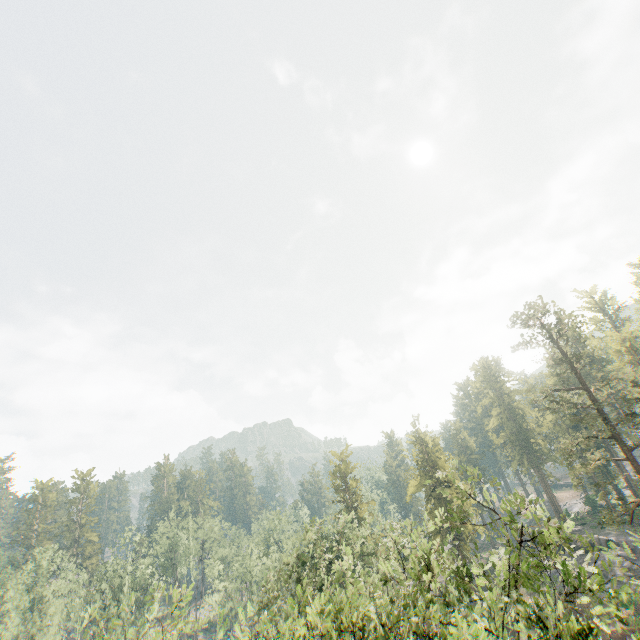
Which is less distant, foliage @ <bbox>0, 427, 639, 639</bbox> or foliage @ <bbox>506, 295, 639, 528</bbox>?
foliage @ <bbox>0, 427, 639, 639</bbox>

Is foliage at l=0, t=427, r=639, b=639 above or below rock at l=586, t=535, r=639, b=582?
above

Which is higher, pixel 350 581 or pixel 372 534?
pixel 372 534

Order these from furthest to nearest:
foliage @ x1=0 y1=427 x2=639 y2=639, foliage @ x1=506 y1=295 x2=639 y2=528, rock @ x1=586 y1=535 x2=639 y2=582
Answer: rock @ x1=586 y1=535 x2=639 y2=582
foliage @ x1=506 y1=295 x2=639 y2=528
foliage @ x1=0 y1=427 x2=639 y2=639

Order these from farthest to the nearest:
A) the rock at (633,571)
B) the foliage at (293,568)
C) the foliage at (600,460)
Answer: the rock at (633,571), the foliage at (600,460), the foliage at (293,568)

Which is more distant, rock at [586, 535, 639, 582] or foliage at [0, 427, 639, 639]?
rock at [586, 535, 639, 582]

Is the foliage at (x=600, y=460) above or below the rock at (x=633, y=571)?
above
